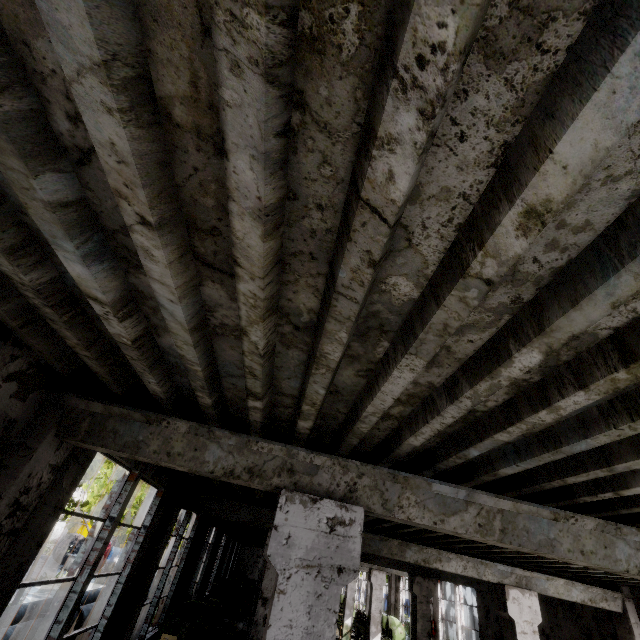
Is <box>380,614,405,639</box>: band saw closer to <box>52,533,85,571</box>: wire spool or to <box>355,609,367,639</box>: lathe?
<box>355,609,367,639</box>: lathe

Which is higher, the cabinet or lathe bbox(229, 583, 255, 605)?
the cabinet

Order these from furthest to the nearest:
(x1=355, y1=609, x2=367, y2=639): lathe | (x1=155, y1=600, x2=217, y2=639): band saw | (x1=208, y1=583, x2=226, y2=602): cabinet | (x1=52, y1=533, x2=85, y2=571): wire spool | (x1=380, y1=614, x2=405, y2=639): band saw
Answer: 1. (x1=52, y1=533, x2=85, y2=571): wire spool
2. (x1=355, y1=609, x2=367, y2=639): lathe
3. (x1=380, y1=614, x2=405, y2=639): band saw
4. (x1=208, y1=583, x2=226, y2=602): cabinet
5. (x1=155, y1=600, x2=217, y2=639): band saw

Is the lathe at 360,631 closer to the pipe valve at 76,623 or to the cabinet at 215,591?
the cabinet at 215,591

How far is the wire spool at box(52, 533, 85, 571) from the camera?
23.89m

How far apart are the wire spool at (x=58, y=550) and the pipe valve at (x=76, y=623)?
22.6m

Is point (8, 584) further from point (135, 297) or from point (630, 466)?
point (630, 466)

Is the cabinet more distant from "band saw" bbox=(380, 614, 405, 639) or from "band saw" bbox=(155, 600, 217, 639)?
"band saw" bbox=(155, 600, 217, 639)
